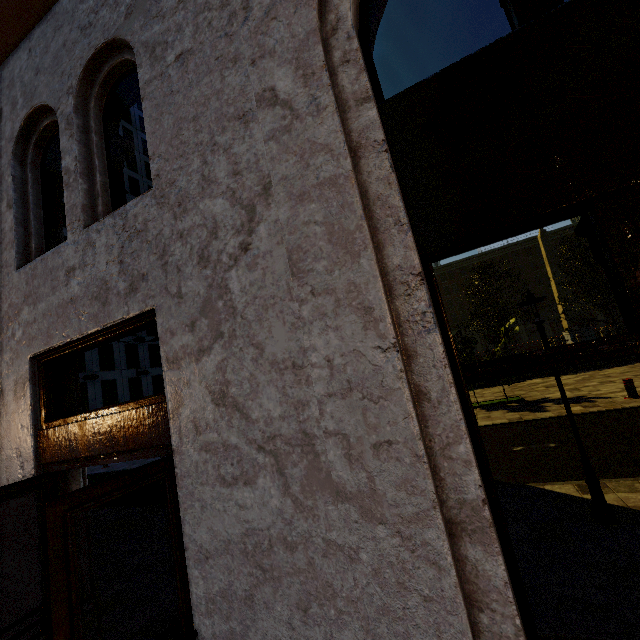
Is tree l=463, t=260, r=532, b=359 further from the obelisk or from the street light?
the street light

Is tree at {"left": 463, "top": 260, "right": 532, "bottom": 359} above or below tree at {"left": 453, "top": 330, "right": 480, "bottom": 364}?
above

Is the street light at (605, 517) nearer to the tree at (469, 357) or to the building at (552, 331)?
the tree at (469, 357)

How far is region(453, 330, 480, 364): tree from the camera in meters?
12.9

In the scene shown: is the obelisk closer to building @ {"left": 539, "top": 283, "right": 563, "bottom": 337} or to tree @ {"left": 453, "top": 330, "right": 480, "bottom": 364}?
tree @ {"left": 453, "top": 330, "right": 480, "bottom": 364}

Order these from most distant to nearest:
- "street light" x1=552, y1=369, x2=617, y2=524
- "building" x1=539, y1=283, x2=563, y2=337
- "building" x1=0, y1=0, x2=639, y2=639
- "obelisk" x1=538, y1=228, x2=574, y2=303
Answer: "building" x1=539, y1=283, x2=563, y2=337 < "obelisk" x1=538, y1=228, x2=574, y2=303 < "street light" x1=552, y1=369, x2=617, y2=524 < "building" x1=0, y1=0, x2=639, y2=639

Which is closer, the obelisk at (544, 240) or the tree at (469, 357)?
the tree at (469, 357)

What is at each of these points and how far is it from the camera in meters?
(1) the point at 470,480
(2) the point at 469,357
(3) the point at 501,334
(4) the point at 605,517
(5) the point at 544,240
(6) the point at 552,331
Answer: (1) building, 1.5
(2) tree, 13.2
(3) tree, 12.9
(4) street light, 4.0
(5) obelisk, 31.0
(6) building, 59.2
